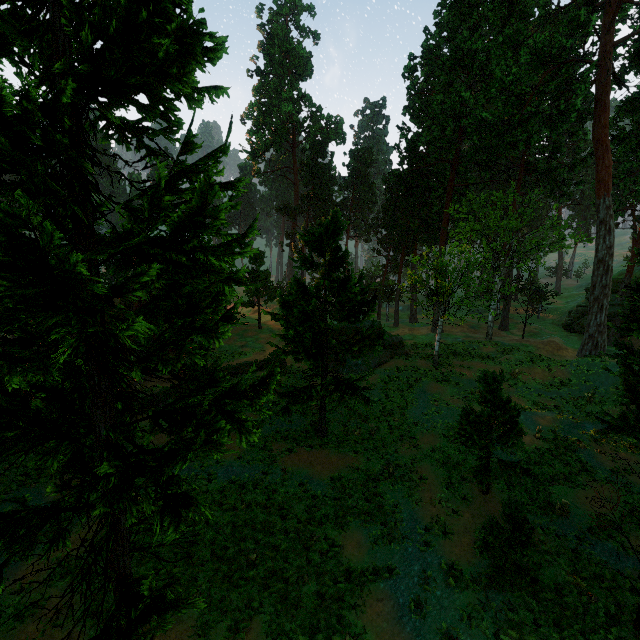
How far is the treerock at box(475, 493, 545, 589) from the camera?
10.5m

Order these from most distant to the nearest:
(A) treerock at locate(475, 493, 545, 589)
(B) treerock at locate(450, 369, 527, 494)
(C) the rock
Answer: (C) the rock → (B) treerock at locate(450, 369, 527, 494) → (A) treerock at locate(475, 493, 545, 589)

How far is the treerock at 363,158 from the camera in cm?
5681

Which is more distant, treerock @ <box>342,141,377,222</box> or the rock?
treerock @ <box>342,141,377,222</box>

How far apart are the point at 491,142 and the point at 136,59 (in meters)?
43.04

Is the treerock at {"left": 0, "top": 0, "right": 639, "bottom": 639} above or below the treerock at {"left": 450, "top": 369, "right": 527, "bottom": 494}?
above

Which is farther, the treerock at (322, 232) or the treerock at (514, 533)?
the treerock at (514, 533)
